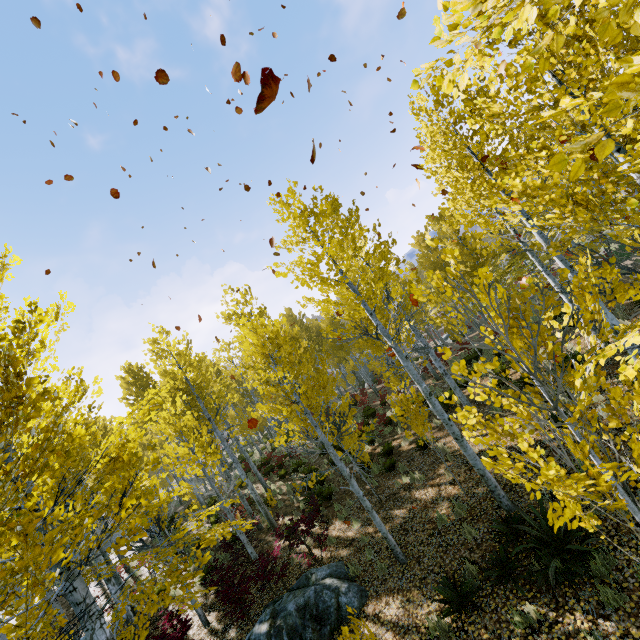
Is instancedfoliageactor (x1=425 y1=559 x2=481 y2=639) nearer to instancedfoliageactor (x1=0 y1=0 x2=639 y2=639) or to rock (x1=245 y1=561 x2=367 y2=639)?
instancedfoliageactor (x1=0 y1=0 x2=639 y2=639)

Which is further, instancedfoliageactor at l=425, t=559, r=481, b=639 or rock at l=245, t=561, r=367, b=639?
rock at l=245, t=561, r=367, b=639

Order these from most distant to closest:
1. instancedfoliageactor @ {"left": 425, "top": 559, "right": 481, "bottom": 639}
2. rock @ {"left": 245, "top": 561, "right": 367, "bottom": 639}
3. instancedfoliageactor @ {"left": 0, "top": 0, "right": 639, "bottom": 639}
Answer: rock @ {"left": 245, "top": 561, "right": 367, "bottom": 639} < instancedfoliageactor @ {"left": 425, "top": 559, "right": 481, "bottom": 639} < instancedfoliageactor @ {"left": 0, "top": 0, "right": 639, "bottom": 639}

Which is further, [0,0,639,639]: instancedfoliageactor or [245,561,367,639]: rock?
[245,561,367,639]: rock

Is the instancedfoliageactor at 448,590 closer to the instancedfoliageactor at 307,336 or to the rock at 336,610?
the instancedfoliageactor at 307,336

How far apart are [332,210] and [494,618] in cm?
820

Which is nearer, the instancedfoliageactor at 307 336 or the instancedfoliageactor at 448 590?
the instancedfoliageactor at 307 336
